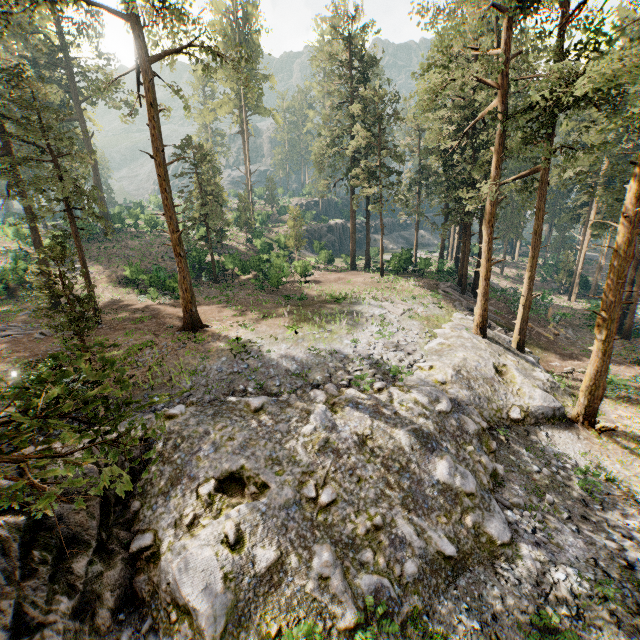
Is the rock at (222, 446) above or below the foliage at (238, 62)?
below

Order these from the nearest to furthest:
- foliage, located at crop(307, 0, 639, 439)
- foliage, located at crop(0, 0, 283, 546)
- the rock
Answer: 1. foliage, located at crop(0, 0, 283, 546)
2. the rock
3. foliage, located at crop(307, 0, 639, 439)

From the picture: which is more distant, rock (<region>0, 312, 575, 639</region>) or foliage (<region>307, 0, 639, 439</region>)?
foliage (<region>307, 0, 639, 439</region>)

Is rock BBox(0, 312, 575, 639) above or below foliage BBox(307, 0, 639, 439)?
below

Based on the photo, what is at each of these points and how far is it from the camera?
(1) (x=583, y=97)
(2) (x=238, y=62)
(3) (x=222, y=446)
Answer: (1) foliage, 15.7m
(2) foliage, 17.3m
(3) rock, 12.1m
